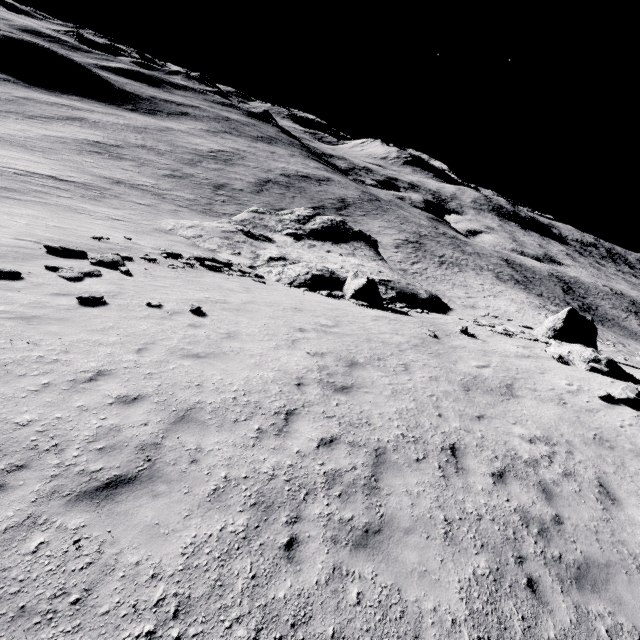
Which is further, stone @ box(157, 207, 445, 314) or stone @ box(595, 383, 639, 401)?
stone @ box(157, 207, 445, 314)

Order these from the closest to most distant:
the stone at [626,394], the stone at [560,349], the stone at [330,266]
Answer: the stone at [626,394], the stone at [560,349], the stone at [330,266]

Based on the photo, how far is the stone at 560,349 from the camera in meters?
15.1

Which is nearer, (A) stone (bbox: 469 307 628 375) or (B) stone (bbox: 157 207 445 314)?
(A) stone (bbox: 469 307 628 375)

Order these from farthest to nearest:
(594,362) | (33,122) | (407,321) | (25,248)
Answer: (33,122) → (407,321) → (594,362) → (25,248)

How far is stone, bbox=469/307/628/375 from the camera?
15.1 meters

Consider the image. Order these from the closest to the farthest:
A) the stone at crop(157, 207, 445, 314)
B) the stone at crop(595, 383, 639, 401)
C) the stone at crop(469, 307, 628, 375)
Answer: the stone at crop(595, 383, 639, 401) < the stone at crop(469, 307, 628, 375) < the stone at crop(157, 207, 445, 314)
